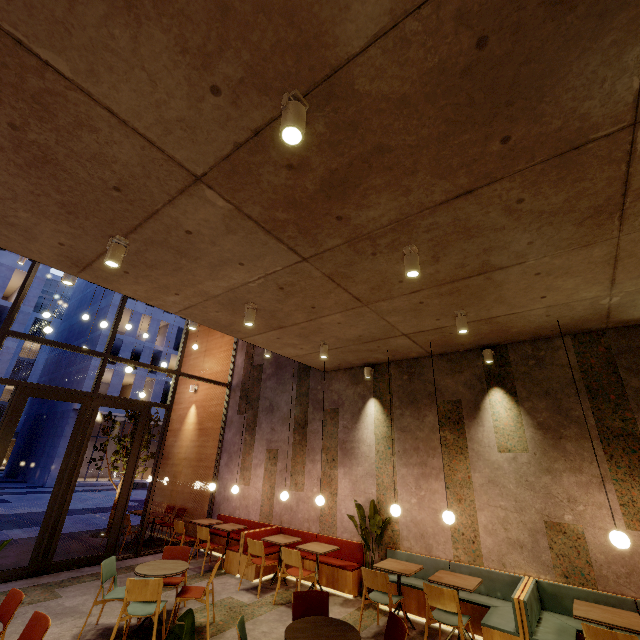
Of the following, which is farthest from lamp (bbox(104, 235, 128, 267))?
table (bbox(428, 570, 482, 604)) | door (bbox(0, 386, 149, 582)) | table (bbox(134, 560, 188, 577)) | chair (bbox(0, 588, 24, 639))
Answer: table (bbox(428, 570, 482, 604))

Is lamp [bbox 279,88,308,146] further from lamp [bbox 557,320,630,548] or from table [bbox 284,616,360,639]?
lamp [bbox 557,320,630,548]

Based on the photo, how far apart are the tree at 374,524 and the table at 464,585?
1.27m

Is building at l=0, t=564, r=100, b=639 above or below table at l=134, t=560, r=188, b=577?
below

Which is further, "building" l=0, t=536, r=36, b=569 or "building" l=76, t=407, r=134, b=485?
"building" l=76, t=407, r=134, b=485

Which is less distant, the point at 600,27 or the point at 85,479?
the point at 600,27

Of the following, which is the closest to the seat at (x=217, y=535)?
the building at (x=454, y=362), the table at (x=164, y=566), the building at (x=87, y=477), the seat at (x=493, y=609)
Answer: the building at (x=454, y=362)

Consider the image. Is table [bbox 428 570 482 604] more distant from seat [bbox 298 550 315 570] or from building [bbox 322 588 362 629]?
seat [bbox 298 550 315 570]
